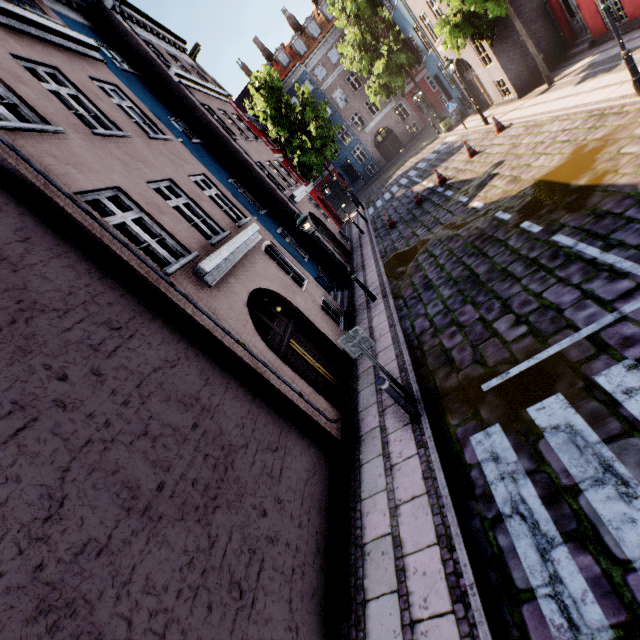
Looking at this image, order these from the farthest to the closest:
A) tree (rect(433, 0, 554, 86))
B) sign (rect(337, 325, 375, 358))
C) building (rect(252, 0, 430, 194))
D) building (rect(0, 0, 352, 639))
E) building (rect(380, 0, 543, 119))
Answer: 1. building (rect(252, 0, 430, 194))
2. building (rect(380, 0, 543, 119))
3. tree (rect(433, 0, 554, 86))
4. sign (rect(337, 325, 375, 358))
5. building (rect(0, 0, 352, 639))

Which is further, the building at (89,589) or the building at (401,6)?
the building at (401,6)

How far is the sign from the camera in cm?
543

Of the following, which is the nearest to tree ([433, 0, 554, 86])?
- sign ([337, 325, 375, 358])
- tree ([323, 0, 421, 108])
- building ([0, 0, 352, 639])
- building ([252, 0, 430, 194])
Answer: building ([252, 0, 430, 194])

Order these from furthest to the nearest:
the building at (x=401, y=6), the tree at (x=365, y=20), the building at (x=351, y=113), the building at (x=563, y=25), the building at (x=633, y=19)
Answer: the building at (x=351, y=113)
the tree at (x=365, y=20)
the building at (x=401, y=6)
the building at (x=563, y=25)
the building at (x=633, y=19)

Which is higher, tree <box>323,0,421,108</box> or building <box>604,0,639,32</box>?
tree <box>323,0,421,108</box>

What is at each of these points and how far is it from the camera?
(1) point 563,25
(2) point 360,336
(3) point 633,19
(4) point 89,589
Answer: (1) building, 14.0m
(2) sign, 5.5m
(3) building, 11.3m
(4) building, 2.7m

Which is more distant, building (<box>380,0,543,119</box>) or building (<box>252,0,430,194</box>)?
building (<box>252,0,430,194</box>)
